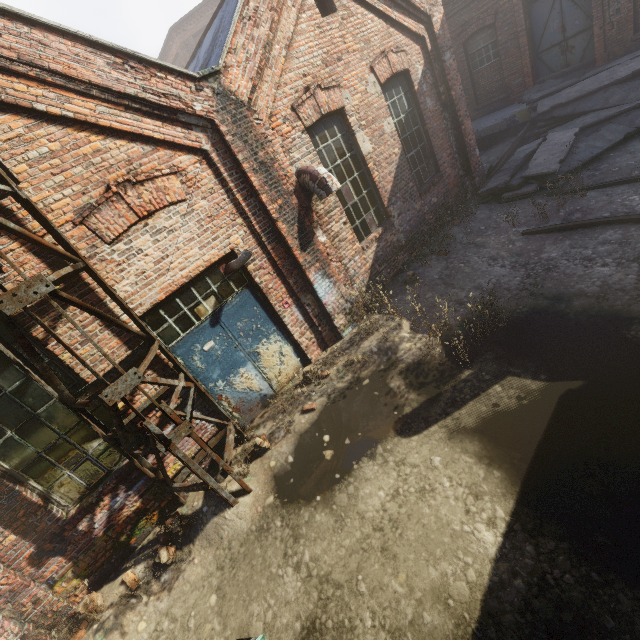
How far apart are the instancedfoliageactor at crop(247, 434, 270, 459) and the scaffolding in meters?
0.3

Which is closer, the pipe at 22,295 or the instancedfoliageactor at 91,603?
the pipe at 22,295

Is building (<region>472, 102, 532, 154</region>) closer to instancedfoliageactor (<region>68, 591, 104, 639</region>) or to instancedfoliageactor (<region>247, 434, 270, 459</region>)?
instancedfoliageactor (<region>247, 434, 270, 459</region>)

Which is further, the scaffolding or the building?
the building

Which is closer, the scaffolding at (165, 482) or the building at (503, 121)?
the scaffolding at (165, 482)

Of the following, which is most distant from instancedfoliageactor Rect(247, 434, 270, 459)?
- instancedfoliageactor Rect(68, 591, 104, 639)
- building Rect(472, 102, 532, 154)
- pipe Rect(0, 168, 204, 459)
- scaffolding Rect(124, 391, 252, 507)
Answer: building Rect(472, 102, 532, 154)

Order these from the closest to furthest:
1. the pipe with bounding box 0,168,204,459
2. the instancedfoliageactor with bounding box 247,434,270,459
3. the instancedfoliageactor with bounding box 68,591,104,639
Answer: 1. the pipe with bounding box 0,168,204,459
2. the instancedfoliageactor with bounding box 68,591,104,639
3. the instancedfoliageactor with bounding box 247,434,270,459

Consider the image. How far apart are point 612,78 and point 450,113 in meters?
5.3 m
